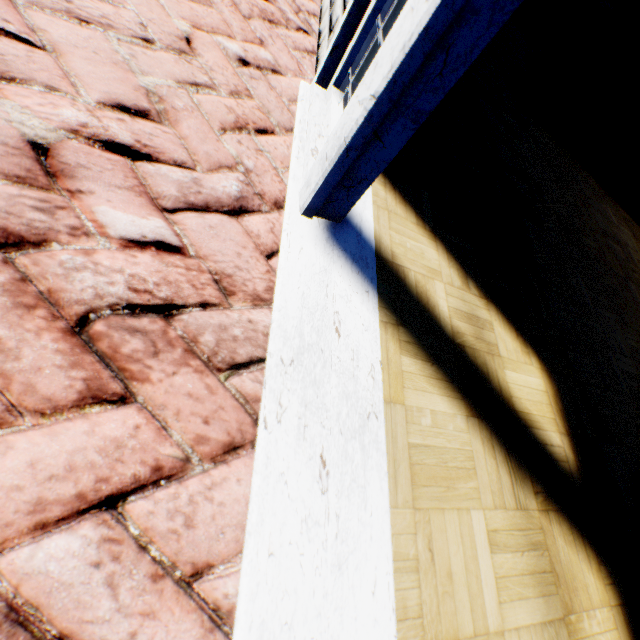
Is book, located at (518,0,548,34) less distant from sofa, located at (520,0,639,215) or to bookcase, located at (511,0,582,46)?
bookcase, located at (511,0,582,46)

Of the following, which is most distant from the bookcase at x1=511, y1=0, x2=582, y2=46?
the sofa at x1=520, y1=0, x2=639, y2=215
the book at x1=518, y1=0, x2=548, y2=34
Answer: the sofa at x1=520, y1=0, x2=639, y2=215

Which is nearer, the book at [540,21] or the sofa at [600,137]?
the sofa at [600,137]

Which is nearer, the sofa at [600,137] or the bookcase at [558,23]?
the sofa at [600,137]

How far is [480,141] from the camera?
2.1m

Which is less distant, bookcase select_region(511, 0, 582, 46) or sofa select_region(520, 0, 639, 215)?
sofa select_region(520, 0, 639, 215)

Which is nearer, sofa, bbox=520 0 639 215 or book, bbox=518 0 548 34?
sofa, bbox=520 0 639 215
